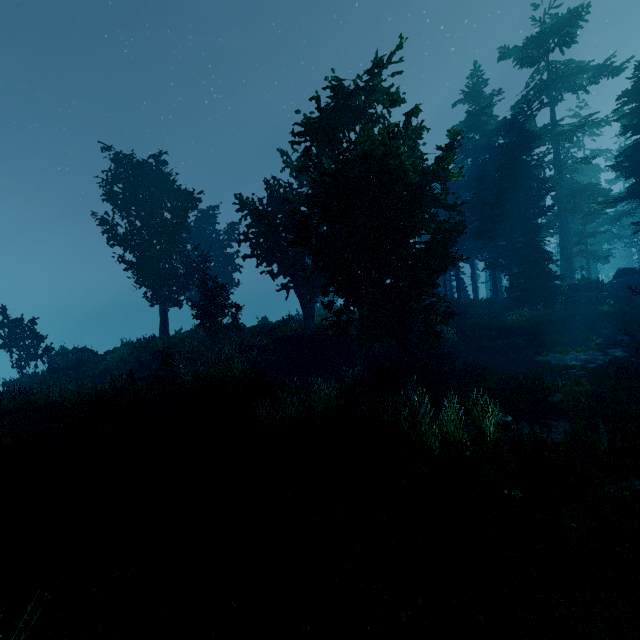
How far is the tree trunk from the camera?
19.1m

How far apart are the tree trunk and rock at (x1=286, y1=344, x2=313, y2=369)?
13.2m

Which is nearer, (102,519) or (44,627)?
(44,627)

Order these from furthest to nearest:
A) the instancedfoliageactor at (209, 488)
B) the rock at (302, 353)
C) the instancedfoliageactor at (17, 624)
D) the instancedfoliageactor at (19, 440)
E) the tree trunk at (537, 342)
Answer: Answer: the rock at (302, 353), the tree trunk at (537, 342), the instancedfoliageactor at (19, 440), the instancedfoliageactor at (209, 488), the instancedfoliageactor at (17, 624)

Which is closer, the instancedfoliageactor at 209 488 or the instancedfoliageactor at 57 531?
the instancedfoliageactor at 57 531

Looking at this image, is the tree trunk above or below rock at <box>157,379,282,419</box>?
below

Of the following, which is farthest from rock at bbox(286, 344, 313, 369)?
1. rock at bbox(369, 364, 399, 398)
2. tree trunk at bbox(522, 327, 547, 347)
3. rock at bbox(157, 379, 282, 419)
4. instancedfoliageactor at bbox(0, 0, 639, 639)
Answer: tree trunk at bbox(522, 327, 547, 347)

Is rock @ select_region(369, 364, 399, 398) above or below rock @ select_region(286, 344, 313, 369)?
below
